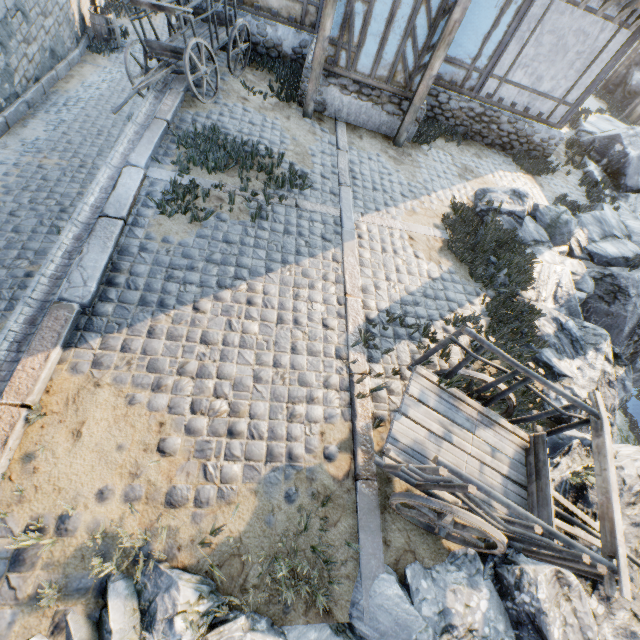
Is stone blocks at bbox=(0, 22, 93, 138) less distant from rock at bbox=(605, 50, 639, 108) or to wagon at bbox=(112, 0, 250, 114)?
wagon at bbox=(112, 0, 250, 114)

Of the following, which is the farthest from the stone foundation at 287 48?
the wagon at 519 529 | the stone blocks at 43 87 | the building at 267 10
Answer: the wagon at 519 529

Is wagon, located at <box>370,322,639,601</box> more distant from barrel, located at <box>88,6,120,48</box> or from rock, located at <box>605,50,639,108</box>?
rock, located at <box>605,50,639,108</box>

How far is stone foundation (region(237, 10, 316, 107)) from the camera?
8.4 meters

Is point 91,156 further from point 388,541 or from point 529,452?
point 529,452

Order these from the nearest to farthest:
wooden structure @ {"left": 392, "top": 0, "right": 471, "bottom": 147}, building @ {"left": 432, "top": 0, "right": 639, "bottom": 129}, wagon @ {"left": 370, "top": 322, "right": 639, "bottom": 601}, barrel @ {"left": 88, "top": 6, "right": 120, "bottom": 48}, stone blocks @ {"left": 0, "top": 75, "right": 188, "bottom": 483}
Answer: wagon @ {"left": 370, "top": 322, "right": 639, "bottom": 601} → stone blocks @ {"left": 0, "top": 75, "right": 188, "bottom": 483} → wooden structure @ {"left": 392, "top": 0, "right": 471, "bottom": 147} → building @ {"left": 432, "top": 0, "right": 639, "bottom": 129} → barrel @ {"left": 88, "top": 6, "right": 120, "bottom": 48}

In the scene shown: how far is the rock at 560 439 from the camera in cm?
421

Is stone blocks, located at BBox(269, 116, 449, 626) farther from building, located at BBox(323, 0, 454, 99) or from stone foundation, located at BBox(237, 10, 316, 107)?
building, located at BBox(323, 0, 454, 99)
